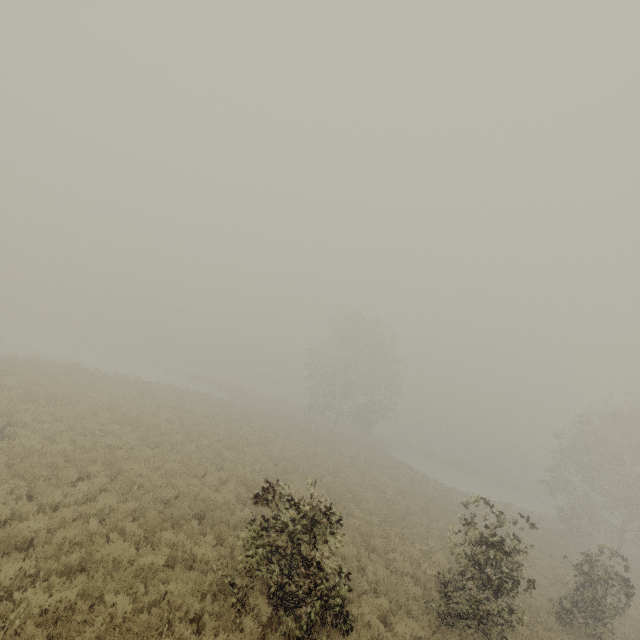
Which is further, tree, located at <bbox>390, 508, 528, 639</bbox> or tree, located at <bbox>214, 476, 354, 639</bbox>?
tree, located at <bbox>390, 508, 528, 639</bbox>

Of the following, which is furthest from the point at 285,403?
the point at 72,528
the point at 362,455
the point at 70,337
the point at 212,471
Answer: the point at 72,528

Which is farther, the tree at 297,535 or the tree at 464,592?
the tree at 464,592
